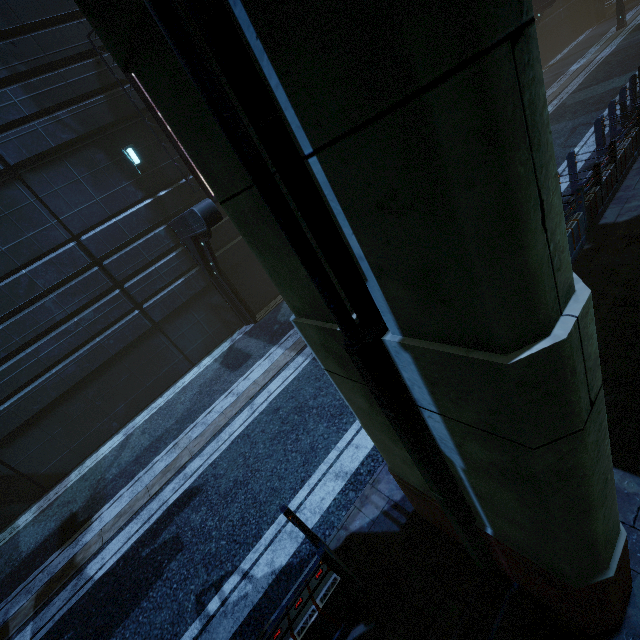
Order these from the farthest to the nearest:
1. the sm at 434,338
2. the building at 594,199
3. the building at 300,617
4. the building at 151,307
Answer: the building at 151,307 < the building at 594,199 < the building at 300,617 < the sm at 434,338

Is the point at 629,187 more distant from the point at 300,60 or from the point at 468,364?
the point at 300,60

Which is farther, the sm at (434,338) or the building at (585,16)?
the building at (585,16)

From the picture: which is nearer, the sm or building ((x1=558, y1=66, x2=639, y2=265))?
the sm

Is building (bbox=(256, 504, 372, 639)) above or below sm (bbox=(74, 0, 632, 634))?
below

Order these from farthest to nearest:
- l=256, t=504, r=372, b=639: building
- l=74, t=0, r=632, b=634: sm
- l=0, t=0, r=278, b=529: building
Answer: l=0, t=0, r=278, b=529: building → l=256, t=504, r=372, b=639: building → l=74, t=0, r=632, b=634: sm

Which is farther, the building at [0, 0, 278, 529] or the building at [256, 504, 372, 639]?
the building at [0, 0, 278, 529]
